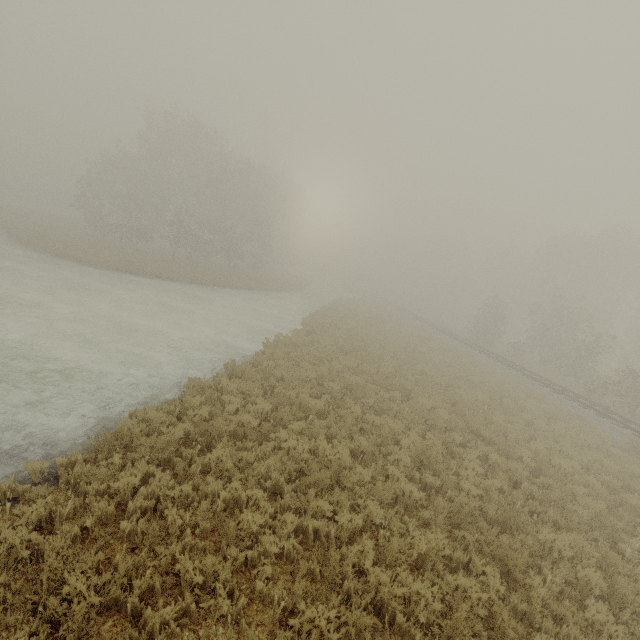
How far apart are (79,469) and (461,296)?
57.1 meters
